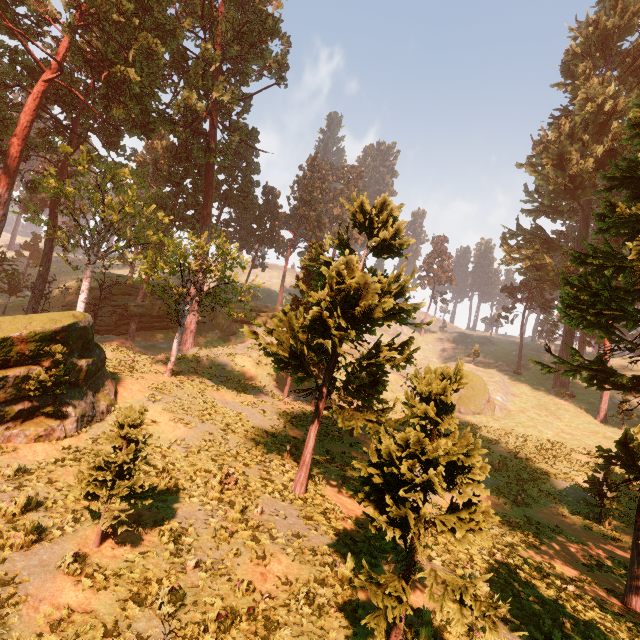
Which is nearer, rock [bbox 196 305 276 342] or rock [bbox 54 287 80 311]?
rock [bbox 54 287 80 311]

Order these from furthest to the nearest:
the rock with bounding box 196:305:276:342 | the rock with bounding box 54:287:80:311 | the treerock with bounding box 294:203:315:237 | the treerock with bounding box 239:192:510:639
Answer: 1. the treerock with bounding box 294:203:315:237
2. the rock with bounding box 196:305:276:342
3. the rock with bounding box 54:287:80:311
4. the treerock with bounding box 239:192:510:639

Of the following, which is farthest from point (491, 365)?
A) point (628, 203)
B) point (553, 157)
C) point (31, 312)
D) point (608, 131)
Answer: point (31, 312)

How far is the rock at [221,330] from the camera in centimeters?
4559cm

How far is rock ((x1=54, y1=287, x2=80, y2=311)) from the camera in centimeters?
3931cm

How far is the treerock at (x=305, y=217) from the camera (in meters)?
57.50

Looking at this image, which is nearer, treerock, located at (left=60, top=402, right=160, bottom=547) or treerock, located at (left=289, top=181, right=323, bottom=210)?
treerock, located at (left=60, top=402, right=160, bottom=547)
